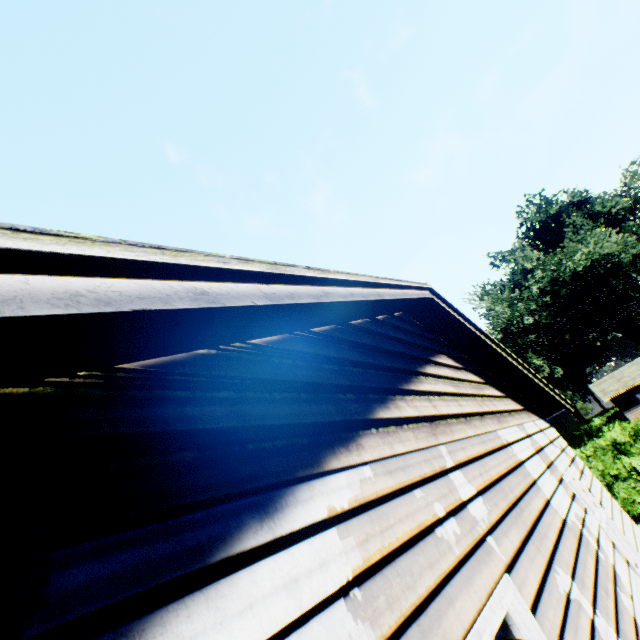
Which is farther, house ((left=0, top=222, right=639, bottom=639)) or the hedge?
the hedge

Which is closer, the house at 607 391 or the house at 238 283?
the house at 238 283

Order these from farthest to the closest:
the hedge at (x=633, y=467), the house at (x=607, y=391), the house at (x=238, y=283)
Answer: the house at (x=607, y=391) < the hedge at (x=633, y=467) < the house at (x=238, y=283)

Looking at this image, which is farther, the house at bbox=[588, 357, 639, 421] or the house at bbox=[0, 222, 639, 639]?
the house at bbox=[588, 357, 639, 421]

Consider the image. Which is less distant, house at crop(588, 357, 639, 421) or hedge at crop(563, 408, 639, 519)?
hedge at crop(563, 408, 639, 519)

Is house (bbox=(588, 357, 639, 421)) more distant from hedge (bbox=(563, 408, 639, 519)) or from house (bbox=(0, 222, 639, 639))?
house (bbox=(0, 222, 639, 639))

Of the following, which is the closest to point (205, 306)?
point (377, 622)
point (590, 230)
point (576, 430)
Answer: point (377, 622)
